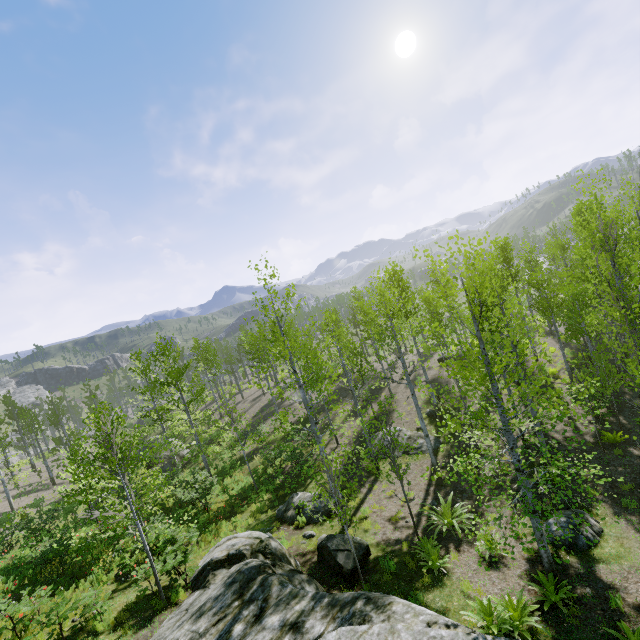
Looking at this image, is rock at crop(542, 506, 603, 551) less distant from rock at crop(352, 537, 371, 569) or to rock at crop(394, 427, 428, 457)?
rock at crop(352, 537, 371, 569)

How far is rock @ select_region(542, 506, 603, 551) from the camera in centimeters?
925cm

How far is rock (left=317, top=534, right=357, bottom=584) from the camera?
9.8 meters

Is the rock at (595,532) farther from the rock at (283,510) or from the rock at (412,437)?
the rock at (412,437)

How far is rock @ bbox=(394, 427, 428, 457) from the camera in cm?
1775

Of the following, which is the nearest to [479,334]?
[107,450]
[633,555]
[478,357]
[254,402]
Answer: [478,357]

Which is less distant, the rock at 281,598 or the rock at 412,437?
the rock at 281,598

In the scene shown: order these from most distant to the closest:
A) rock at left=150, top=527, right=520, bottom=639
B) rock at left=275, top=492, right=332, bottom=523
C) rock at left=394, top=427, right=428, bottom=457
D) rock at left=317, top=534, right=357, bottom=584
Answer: rock at left=394, top=427, right=428, bottom=457, rock at left=275, top=492, right=332, bottom=523, rock at left=317, top=534, right=357, bottom=584, rock at left=150, top=527, right=520, bottom=639
